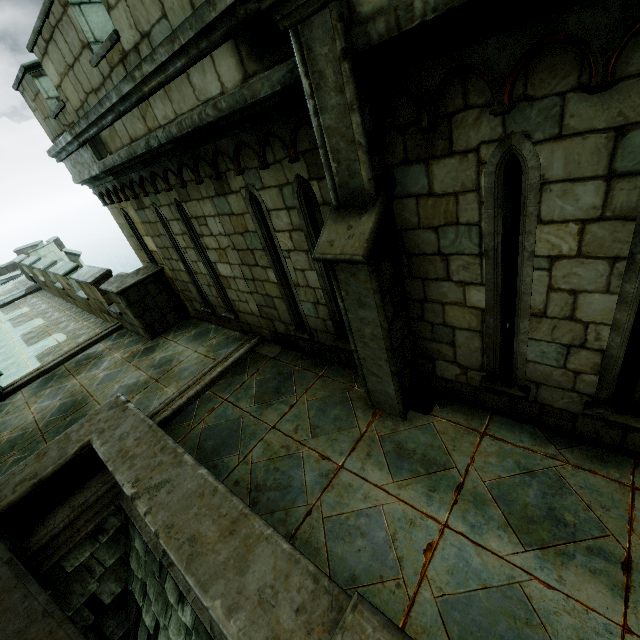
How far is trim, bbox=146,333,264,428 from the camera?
5.65m

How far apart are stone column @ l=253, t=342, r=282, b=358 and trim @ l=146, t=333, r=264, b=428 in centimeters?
3cm

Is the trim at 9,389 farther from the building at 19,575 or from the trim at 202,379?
the trim at 202,379

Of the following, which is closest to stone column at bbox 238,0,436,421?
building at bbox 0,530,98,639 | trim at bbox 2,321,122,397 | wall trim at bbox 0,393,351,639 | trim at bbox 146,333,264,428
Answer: wall trim at bbox 0,393,351,639

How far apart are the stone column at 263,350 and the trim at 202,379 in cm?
3

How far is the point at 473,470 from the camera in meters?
3.5

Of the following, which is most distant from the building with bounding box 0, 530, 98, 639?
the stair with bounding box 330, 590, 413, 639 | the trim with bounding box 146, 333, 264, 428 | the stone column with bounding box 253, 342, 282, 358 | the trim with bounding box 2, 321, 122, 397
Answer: the stone column with bounding box 253, 342, 282, 358

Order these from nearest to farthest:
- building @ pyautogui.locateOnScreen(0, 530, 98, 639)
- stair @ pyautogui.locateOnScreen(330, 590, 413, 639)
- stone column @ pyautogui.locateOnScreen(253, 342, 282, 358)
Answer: stair @ pyautogui.locateOnScreen(330, 590, 413, 639)
building @ pyautogui.locateOnScreen(0, 530, 98, 639)
stone column @ pyautogui.locateOnScreen(253, 342, 282, 358)
